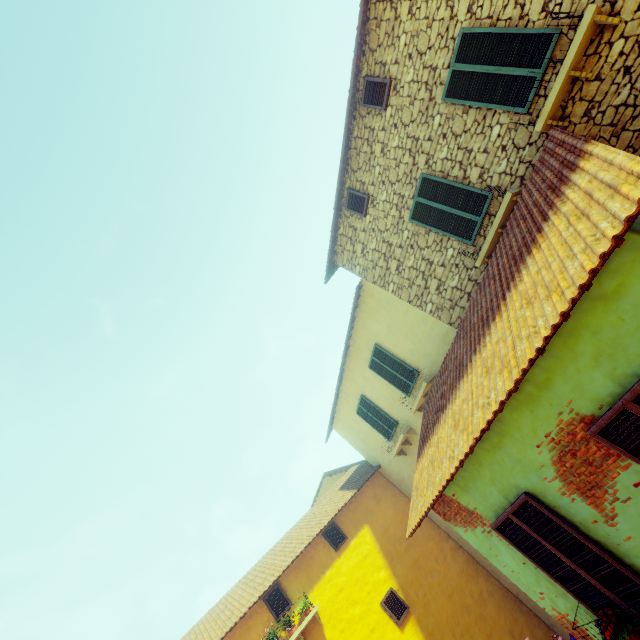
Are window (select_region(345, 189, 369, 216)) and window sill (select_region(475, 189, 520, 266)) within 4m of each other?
yes

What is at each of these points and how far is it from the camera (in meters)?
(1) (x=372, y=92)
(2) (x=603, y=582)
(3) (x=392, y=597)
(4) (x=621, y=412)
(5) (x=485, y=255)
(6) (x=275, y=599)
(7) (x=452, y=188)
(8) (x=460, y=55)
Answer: (1) window, 7.40
(2) window, 4.06
(3) window, 9.82
(4) window, 3.21
(5) window sill, 6.66
(6) window, 9.52
(7) window, 6.96
(8) window, 5.98

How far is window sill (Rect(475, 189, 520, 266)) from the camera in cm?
600

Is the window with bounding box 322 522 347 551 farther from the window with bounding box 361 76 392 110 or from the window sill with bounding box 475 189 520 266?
→ the window with bounding box 361 76 392 110

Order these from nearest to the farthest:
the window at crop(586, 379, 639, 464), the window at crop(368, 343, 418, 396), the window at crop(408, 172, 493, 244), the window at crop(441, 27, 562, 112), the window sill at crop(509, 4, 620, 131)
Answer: the window at crop(586, 379, 639, 464) < the window sill at crop(509, 4, 620, 131) < the window at crop(441, 27, 562, 112) < the window at crop(408, 172, 493, 244) < the window at crop(368, 343, 418, 396)

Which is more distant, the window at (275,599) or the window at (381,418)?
the window at (381,418)

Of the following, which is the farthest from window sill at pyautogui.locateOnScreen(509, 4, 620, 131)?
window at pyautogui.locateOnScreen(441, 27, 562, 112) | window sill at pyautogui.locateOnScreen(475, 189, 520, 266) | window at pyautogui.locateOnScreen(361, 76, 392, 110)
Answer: window at pyautogui.locateOnScreen(361, 76, 392, 110)

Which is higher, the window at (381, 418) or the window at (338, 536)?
the window at (381, 418)
